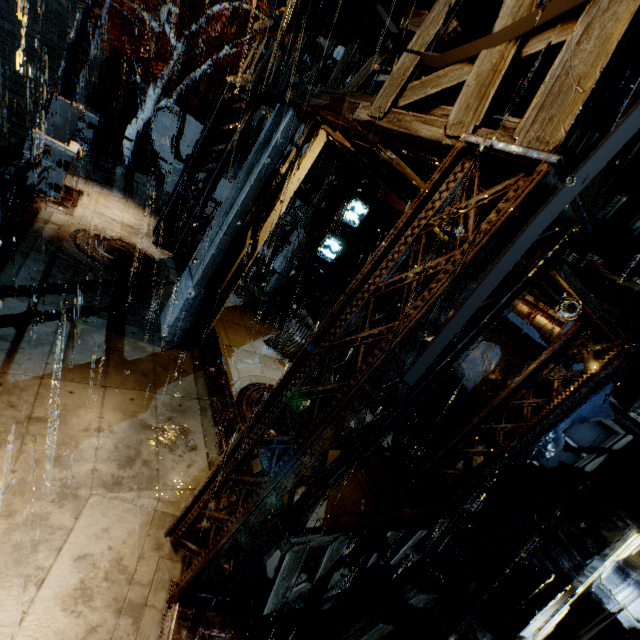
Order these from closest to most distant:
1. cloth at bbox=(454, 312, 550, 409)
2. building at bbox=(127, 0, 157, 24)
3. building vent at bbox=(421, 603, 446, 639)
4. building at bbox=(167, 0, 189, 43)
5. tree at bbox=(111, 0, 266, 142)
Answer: building vent at bbox=(421, 603, 446, 639), cloth at bbox=(454, 312, 550, 409), tree at bbox=(111, 0, 266, 142), building at bbox=(167, 0, 189, 43), building at bbox=(127, 0, 157, 24)

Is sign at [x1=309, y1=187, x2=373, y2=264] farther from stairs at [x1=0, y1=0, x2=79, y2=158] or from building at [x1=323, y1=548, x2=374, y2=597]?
stairs at [x1=0, y1=0, x2=79, y2=158]

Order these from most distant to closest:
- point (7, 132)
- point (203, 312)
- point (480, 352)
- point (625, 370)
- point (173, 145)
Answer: point (173, 145)
point (7, 132)
point (480, 352)
point (203, 312)
point (625, 370)

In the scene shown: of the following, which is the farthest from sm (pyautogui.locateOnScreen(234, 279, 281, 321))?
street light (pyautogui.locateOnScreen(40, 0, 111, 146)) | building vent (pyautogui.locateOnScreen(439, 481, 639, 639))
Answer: building vent (pyautogui.locateOnScreen(439, 481, 639, 639))

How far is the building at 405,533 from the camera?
6.5m

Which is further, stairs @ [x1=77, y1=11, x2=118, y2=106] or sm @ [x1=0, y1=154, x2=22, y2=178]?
stairs @ [x1=77, y1=11, x2=118, y2=106]

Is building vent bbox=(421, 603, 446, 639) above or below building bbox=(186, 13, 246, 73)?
below

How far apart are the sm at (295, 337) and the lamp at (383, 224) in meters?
5.1
